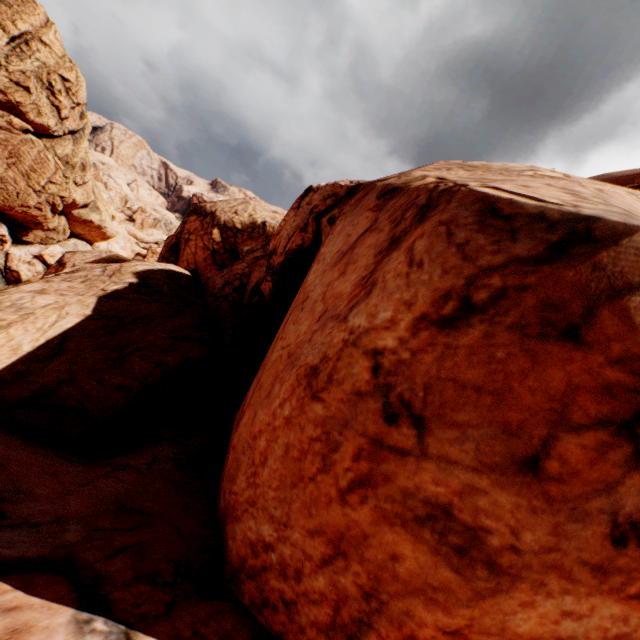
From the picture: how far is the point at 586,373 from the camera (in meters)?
2.87
